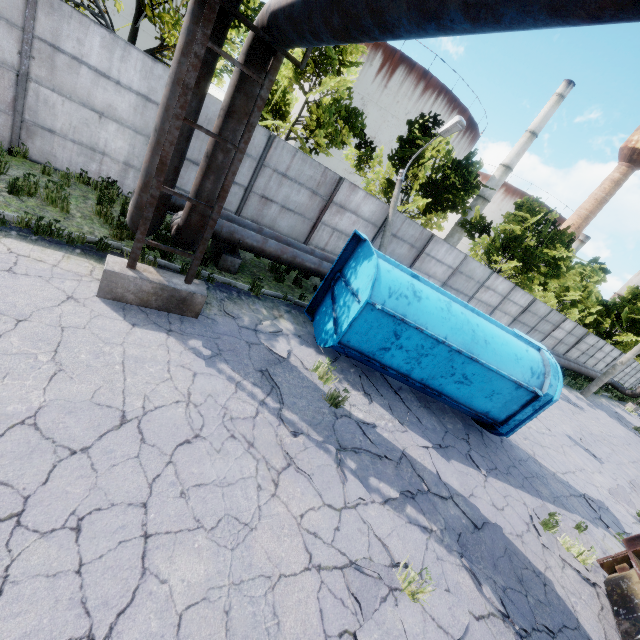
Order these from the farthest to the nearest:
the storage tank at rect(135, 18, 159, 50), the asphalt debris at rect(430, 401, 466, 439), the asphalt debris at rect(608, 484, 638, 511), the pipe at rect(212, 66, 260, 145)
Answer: the storage tank at rect(135, 18, 159, 50), the asphalt debris at rect(608, 484, 638, 511), the asphalt debris at rect(430, 401, 466, 439), the pipe at rect(212, 66, 260, 145)

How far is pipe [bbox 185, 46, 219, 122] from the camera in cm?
488

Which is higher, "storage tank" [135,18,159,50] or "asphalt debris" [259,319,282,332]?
"storage tank" [135,18,159,50]

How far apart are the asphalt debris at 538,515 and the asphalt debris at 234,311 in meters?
6.9 m

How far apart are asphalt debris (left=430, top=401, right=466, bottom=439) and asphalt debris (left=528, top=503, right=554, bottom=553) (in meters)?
1.02

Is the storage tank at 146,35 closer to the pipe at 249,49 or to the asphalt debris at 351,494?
the pipe at 249,49

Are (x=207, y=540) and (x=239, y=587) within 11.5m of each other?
yes

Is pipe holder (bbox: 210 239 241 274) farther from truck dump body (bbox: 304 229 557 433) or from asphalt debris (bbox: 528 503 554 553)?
asphalt debris (bbox: 528 503 554 553)
